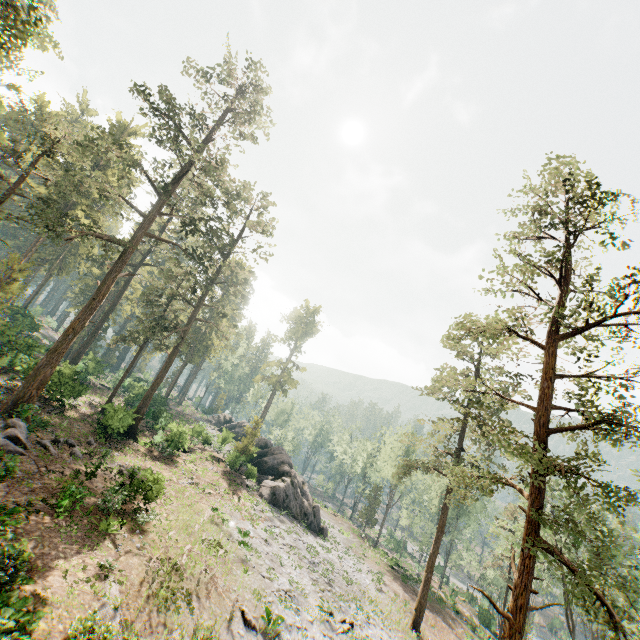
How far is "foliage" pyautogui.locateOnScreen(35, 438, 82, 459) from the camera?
19.98m

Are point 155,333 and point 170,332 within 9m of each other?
yes

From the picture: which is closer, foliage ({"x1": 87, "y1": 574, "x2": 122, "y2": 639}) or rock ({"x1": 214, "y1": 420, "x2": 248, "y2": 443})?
foliage ({"x1": 87, "y1": 574, "x2": 122, "y2": 639})

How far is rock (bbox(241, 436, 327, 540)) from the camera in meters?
34.4

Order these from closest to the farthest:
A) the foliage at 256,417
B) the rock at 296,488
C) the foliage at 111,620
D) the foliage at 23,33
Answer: the foliage at 111,620 → the foliage at 23,33 → the rock at 296,488 → the foliage at 256,417

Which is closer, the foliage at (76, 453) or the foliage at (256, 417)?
the foliage at (76, 453)
